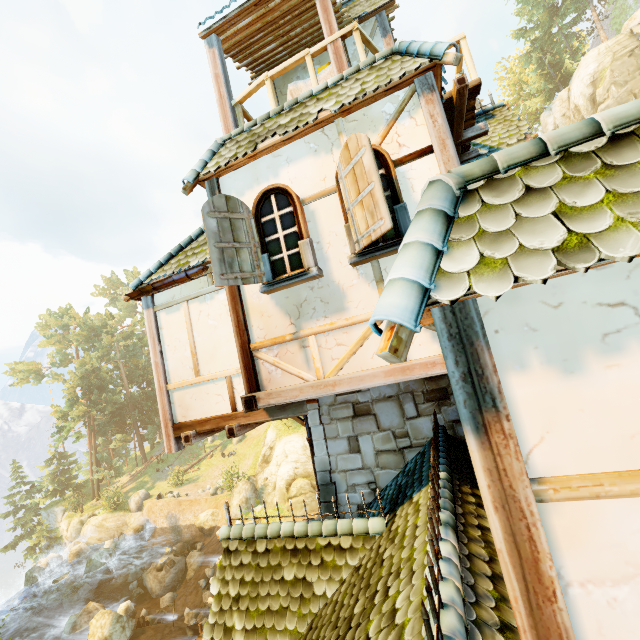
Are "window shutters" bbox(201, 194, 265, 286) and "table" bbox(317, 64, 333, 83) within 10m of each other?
yes

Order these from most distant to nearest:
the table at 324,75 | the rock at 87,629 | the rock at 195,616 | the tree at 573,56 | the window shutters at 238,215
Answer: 1. the tree at 573,56
2. the rock at 195,616
3. the rock at 87,629
4. the table at 324,75
5. the window shutters at 238,215

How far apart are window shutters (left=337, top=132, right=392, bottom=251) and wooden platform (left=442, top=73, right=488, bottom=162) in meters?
2.5 m

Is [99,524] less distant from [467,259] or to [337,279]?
[337,279]

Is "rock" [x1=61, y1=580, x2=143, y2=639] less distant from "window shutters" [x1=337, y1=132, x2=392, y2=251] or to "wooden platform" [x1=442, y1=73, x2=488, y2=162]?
"window shutters" [x1=337, y1=132, x2=392, y2=251]

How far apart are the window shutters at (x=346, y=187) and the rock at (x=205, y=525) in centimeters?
3138cm

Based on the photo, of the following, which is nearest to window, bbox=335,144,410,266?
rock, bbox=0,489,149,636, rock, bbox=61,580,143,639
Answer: rock, bbox=61,580,143,639

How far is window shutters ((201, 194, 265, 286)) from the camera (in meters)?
4.49
